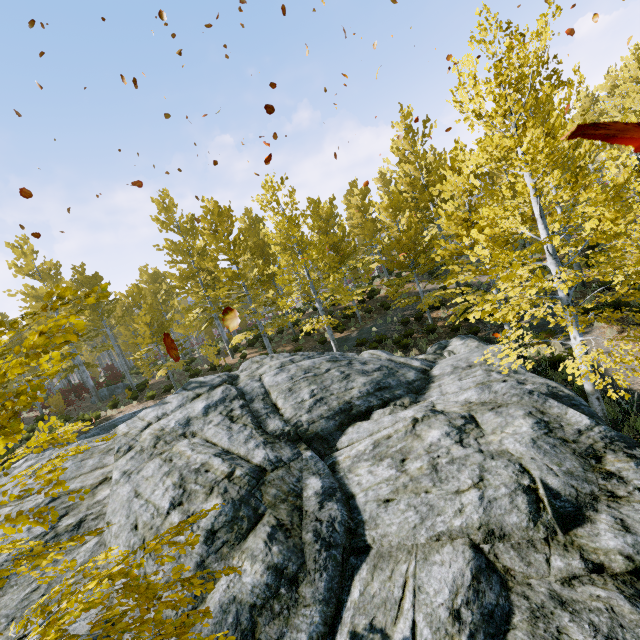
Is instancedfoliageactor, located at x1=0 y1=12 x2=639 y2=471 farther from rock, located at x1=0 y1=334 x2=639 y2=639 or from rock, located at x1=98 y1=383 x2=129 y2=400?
rock, located at x1=98 y1=383 x2=129 y2=400

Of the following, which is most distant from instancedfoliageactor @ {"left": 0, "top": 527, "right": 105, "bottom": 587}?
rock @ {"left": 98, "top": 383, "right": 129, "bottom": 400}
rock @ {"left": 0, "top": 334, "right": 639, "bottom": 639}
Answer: rock @ {"left": 98, "top": 383, "right": 129, "bottom": 400}

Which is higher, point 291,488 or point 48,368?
point 48,368

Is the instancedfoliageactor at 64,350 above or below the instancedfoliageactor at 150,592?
above

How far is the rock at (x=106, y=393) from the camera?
23.83m

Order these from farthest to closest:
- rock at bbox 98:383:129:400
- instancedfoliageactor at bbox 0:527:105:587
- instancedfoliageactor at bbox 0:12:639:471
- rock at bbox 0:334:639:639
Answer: rock at bbox 98:383:129:400
instancedfoliageactor at bbox 0:12:639:471
rock at bbox 0:334:639:639
instancedfoliageactor at bbox 0:527:105:587

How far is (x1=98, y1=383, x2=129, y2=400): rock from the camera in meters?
23.8 m

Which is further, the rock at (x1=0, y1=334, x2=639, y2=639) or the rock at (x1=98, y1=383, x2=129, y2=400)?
the rock at (x1=98, y1=383, x2=129, y2=400)
